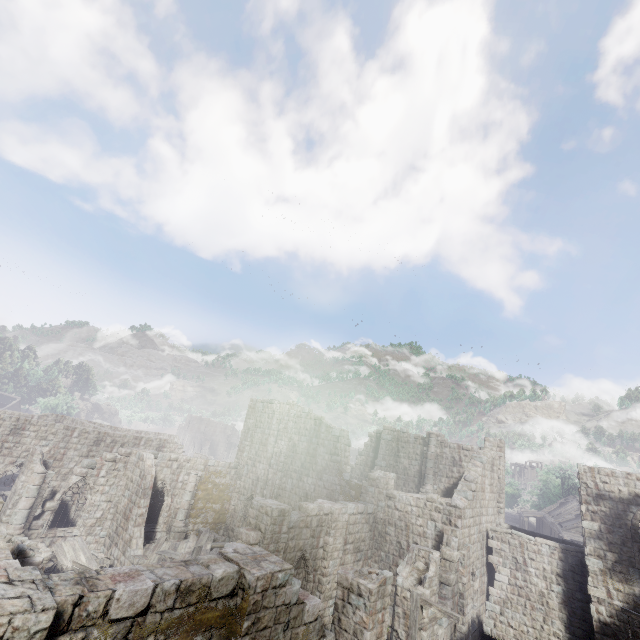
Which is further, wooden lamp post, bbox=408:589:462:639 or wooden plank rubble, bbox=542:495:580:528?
wooden plank rubble, bbox=542:495:580:528

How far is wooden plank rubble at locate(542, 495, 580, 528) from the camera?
38.3m

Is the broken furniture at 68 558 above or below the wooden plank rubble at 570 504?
below

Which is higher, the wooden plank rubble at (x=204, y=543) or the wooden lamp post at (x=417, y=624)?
the wooden lamp post at (x=417, y=624)

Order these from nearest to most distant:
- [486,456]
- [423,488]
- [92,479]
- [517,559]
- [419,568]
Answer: [419,568] → [517,559] → [92,479] → [486,456] → [423,488]

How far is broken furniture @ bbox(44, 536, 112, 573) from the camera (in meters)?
17.02

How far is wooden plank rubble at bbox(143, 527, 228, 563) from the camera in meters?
18.5

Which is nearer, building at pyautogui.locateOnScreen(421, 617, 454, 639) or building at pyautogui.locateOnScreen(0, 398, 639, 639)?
building at pyautogui.locateOnScreen(0, 398, 639, 639)
